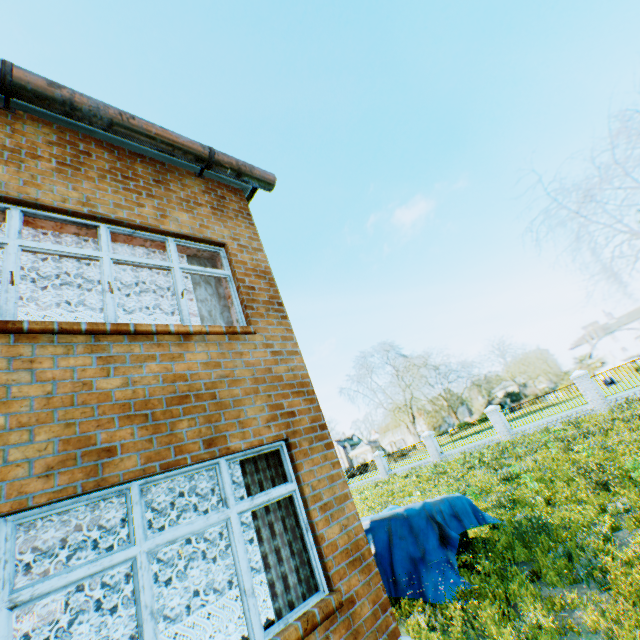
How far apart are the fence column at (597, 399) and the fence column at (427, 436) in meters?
10.3

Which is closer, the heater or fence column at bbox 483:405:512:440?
the heater

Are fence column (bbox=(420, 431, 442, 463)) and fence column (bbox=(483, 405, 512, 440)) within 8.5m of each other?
yes

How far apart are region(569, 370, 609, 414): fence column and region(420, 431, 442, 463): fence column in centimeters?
1032cm

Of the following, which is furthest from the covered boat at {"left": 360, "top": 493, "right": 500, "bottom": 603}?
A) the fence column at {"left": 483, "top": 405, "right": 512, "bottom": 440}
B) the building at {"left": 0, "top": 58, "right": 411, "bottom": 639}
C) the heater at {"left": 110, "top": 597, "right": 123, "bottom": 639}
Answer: the fence column at {"left": 483, "top": 405, "right": 512, "bottom": 440}

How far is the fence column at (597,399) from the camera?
17.9 meters

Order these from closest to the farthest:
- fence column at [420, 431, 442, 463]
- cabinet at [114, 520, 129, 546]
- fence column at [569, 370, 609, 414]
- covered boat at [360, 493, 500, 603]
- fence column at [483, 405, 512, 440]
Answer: covered boat at [360, 493, 500, 603], cabinet at [114, 520, 129, 546], fence column at [569, 370, 609, 414], fence column at [483, 405, 512, 440], fence column at [420, 431, 442, 463]

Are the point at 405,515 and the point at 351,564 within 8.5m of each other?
yes
